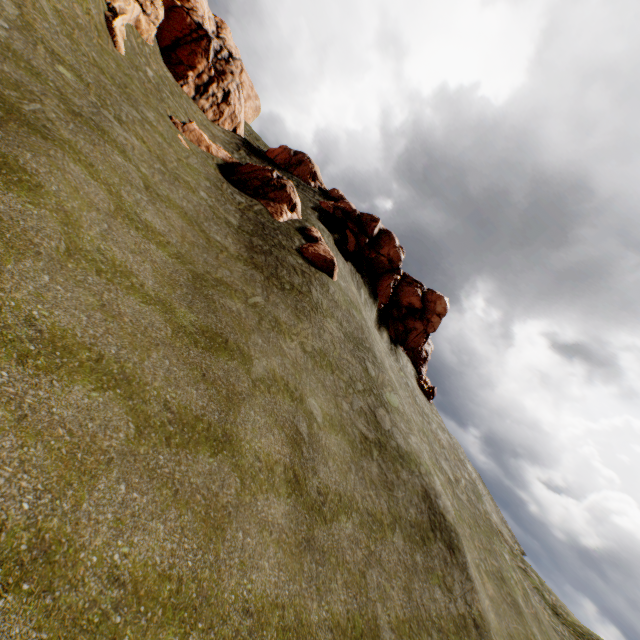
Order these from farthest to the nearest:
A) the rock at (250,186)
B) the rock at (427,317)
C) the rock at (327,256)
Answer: the rock at (427,317), the rock at (250,186), the rock at (327,256)

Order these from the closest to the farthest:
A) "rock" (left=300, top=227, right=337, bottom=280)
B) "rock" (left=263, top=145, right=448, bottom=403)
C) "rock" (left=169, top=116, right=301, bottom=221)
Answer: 1. "rock" (left=300, top=227, right=337, bottom=280)
2. "rock" (left=169, top=116, right=301, bottom=221)
3. "rock" (left=263, top=145, right=448, bottom=403)

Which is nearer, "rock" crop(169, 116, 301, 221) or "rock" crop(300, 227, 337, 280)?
"rock" crop(300, 227, 337, 280)

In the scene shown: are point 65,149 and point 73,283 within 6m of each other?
yes

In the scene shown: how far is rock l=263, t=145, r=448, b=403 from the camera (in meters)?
30.12

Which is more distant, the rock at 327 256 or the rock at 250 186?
the rock at 250 186

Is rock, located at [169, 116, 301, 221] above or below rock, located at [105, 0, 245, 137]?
below
